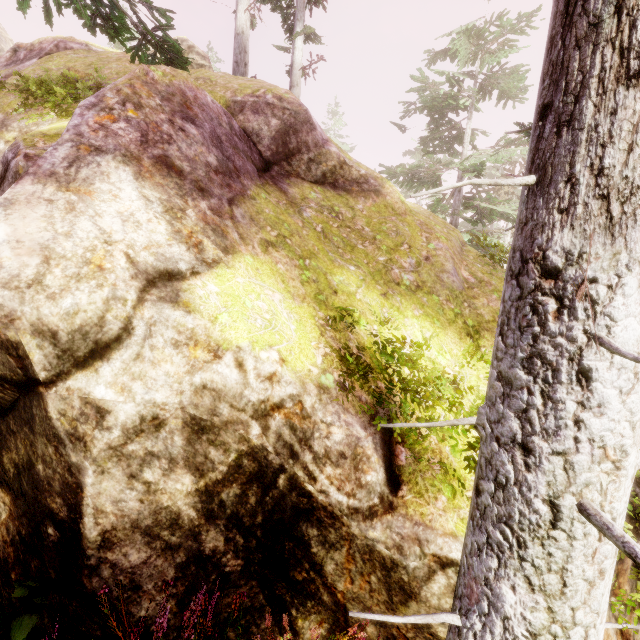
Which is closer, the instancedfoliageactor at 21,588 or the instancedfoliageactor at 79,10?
the instancedfoliageactor at 21,588

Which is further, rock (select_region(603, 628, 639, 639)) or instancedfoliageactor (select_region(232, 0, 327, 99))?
instancedfoliageactor (select_region(232, 0, 327, 99))

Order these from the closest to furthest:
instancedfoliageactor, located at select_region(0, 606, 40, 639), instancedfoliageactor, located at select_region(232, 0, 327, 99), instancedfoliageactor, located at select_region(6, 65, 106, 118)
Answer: instancedfoliageactor, located at select_region(0, 606, 40, 639) → instancedfoliageactor, located at select_region(6, 65, 106, 118) → instancedfoliageactor, located at select_region(232, 0, 327, 99)

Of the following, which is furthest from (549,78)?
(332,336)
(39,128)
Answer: (39,128)

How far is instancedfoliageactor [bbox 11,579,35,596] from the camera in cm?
207

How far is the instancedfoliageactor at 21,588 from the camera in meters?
2.1 m

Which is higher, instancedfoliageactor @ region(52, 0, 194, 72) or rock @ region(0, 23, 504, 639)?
instancedfoliageactor @ region(52, 0, 194, 72)
